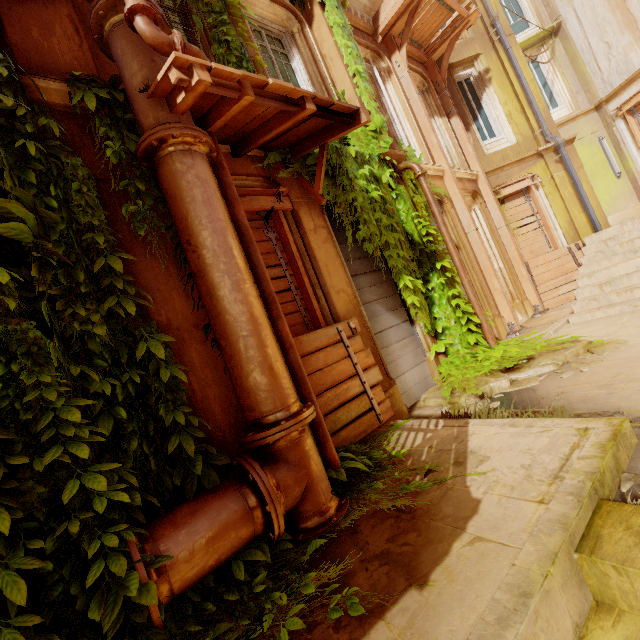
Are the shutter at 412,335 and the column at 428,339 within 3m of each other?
yes

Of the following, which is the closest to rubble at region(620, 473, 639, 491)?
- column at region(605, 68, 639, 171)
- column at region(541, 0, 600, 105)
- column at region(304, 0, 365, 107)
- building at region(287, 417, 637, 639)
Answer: building at region(287, 417, 637, 639)

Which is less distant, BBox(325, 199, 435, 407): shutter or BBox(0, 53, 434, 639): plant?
BBox(0, 53, 434, 639): plant

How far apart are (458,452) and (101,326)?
3.3m

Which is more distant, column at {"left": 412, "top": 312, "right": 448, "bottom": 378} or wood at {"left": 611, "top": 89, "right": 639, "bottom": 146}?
wood at {"left": 611, "top": 89, "right": 639, "bottom": 146}

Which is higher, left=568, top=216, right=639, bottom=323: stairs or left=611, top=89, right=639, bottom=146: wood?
left=611, top=89, right=639, bottom=146: wood

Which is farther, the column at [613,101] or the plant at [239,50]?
the column at [613,101]

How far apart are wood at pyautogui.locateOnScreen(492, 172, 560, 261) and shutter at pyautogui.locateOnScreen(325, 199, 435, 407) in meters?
5.8 m
